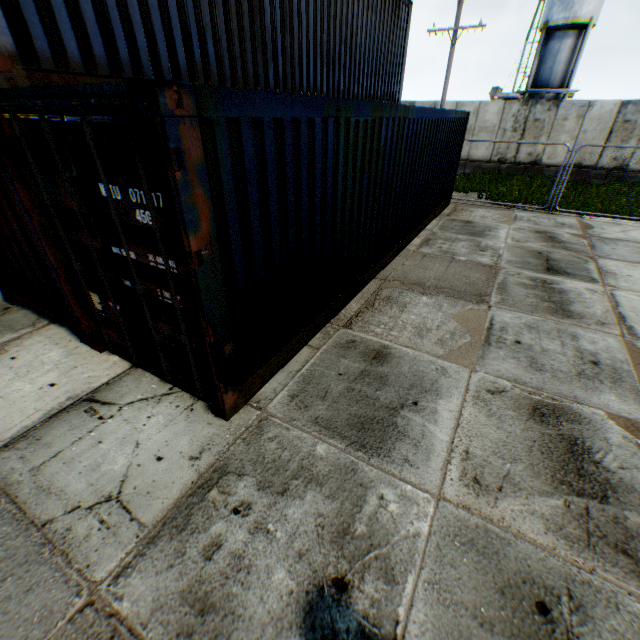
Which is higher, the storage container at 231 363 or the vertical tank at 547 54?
the vertical tank at 547 54

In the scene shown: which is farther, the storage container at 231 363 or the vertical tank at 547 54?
the vertical tank at 547 54

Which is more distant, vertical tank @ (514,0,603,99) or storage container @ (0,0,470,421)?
vertical tank @ (514,0,603,99)

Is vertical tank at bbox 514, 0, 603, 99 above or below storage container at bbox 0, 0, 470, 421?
above

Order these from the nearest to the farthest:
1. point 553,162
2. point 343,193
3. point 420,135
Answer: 1. point 343,193
2. point 420,135
3. point 553,162
